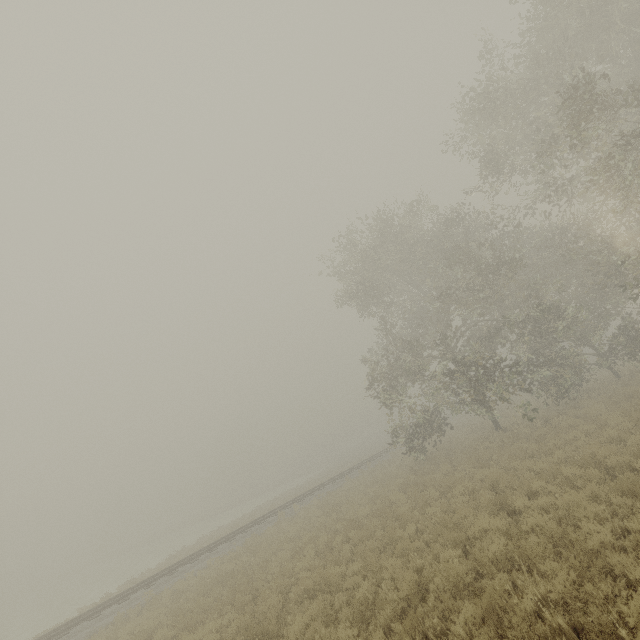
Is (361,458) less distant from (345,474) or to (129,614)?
(345,474)
